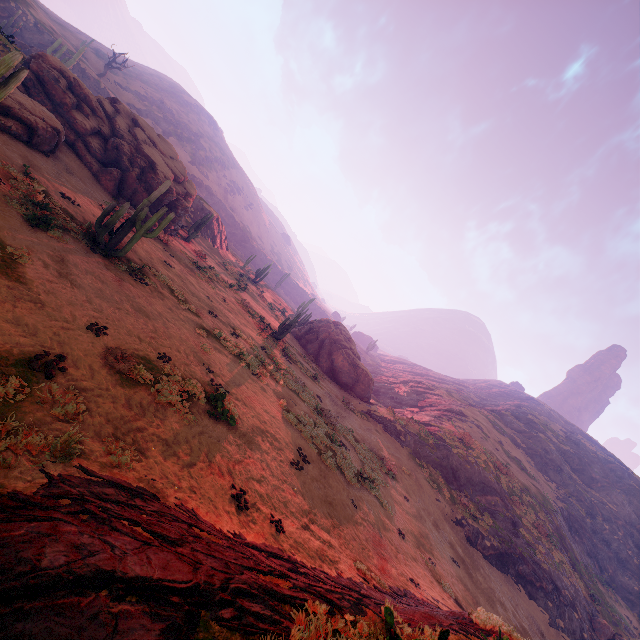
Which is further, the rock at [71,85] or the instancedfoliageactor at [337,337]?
the instancedfoliageactor at [337,337]

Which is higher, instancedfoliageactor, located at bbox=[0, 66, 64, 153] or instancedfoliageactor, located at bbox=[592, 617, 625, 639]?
instancedfoliageactor, located at bbox=[592, 617, 625, 639]

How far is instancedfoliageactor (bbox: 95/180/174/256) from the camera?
12.51m

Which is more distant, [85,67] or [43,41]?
[85,67]

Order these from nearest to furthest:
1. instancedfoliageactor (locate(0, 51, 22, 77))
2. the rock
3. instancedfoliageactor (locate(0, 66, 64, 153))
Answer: instancedfoliageactor (locate(0, 51, 22, 77)) < instancedfoliageactor (locate(0, 66, 64, 153)) < the rock

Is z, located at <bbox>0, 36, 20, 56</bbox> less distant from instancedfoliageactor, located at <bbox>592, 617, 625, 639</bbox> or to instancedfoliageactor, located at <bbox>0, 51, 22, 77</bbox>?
instancedfoliageactor, located at <bbox>0, 51, 22, 77</bbox>

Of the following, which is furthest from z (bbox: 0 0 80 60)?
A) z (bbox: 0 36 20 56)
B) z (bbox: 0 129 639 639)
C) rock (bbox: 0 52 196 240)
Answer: rock (bbox: 0 52 196 240)

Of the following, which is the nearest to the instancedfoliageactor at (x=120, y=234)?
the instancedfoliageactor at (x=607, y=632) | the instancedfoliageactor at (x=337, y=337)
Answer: the instancedfoliageactor at (x=337, y=337)
